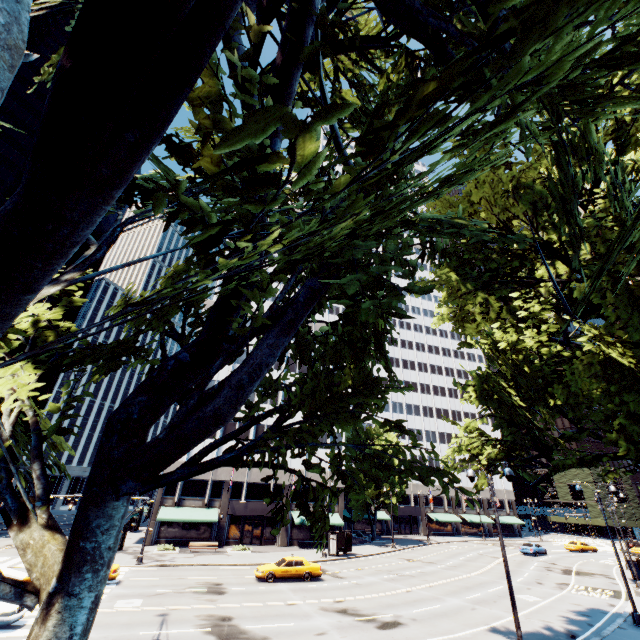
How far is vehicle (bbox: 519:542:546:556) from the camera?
44.1m

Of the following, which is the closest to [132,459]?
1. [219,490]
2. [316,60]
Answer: [316,60]

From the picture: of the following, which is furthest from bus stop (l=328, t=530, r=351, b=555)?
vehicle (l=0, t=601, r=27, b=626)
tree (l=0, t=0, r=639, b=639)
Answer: vehicle (l=0, t=601, r=27, b=626)

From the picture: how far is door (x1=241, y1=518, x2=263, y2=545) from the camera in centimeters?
4000cm

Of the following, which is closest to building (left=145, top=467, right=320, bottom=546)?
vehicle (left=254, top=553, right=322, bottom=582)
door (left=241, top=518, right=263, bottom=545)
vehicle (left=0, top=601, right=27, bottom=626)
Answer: door (left=241, top=518, right=263, bottom=545)

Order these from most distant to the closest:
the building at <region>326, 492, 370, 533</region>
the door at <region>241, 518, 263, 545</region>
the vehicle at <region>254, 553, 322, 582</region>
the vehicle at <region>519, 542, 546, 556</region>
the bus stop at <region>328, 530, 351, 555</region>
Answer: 1. the vehicle at <region>519, 542, 546, 556</region>
2. the building at <region>326, 492, 370, 533</region>
3. the door at <region>241, 518, 263, 545</region>
4. the bus stop at <region>328, 530, 351, 555</region>
5. the vehicle at <region>254, 553, 322, 582</region>

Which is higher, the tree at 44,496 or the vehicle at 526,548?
the tree at 44,496

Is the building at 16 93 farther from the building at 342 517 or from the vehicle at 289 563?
the vehicle at 289 563
